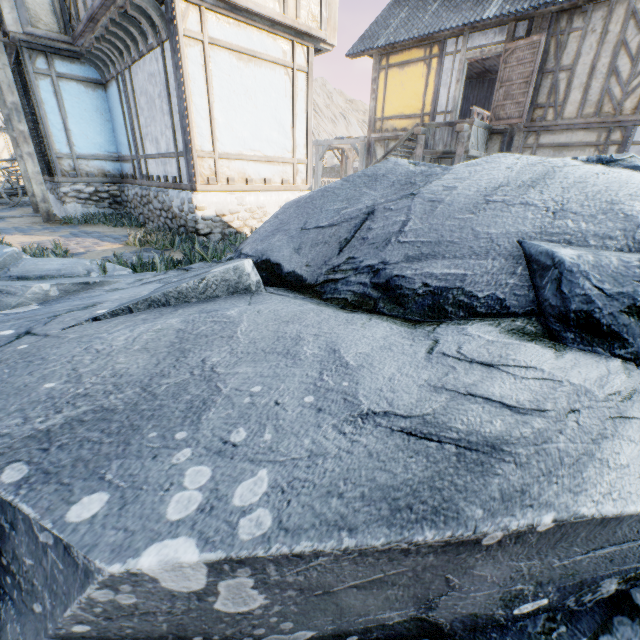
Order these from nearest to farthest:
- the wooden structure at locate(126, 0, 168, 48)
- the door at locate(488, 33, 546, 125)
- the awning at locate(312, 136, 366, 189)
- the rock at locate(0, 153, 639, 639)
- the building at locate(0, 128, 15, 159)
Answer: the rock at locate(0, 153, 639, 639) → the wooden structure at locate(126, 0, 168, 48) → the door at locate(488, 33, 546, 125) → the awning at locate(312, 136, 366, 189) → the building at locate(0, 128, 15, 159)

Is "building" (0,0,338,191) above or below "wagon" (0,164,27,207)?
above

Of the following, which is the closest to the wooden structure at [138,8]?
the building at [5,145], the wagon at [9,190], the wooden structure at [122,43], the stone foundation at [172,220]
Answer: the wooden structure at [122,43]

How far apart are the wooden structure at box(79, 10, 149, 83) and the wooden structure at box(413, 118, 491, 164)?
8.02m

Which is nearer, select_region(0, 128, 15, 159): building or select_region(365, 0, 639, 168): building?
select_region(365, 0, 639, 168): building

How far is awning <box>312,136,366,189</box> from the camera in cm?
1450

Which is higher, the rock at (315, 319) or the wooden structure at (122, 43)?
the wooden structure at (122, 43)

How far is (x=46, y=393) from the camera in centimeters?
174cm
